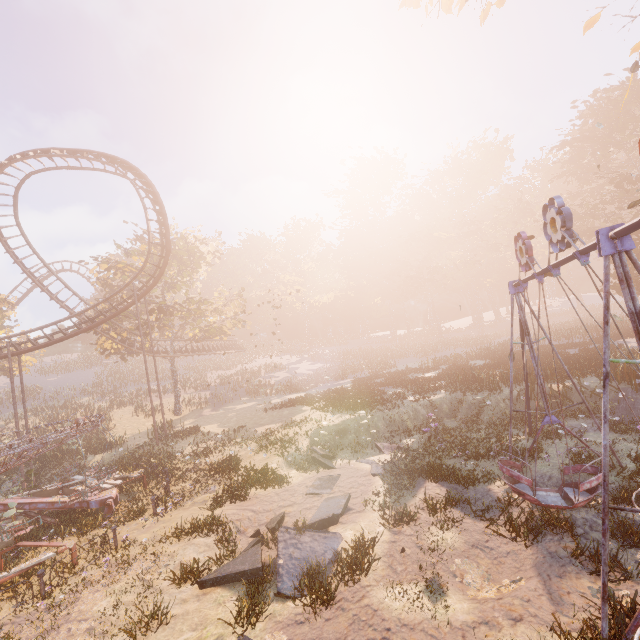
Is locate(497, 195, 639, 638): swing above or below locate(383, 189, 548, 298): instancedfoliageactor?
below

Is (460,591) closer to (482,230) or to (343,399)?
(343,399)

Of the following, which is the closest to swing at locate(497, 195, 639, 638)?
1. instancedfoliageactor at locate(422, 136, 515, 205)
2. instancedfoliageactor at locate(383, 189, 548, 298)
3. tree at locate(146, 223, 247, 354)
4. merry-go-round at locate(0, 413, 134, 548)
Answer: instancedfoliageactor at locate(383, 189, 548, 298)

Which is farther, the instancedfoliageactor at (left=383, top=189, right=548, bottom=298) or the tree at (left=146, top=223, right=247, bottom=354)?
the instancedfoliageactor at (left=383, top=189, right=548, bottom=298)

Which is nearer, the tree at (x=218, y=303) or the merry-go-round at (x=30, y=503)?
the merry-go-round at (x=30, y=503)

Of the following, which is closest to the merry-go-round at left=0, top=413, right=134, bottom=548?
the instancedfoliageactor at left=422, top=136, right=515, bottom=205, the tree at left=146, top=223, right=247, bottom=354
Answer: the tree at left=146, top=223, right=247, bottom=354

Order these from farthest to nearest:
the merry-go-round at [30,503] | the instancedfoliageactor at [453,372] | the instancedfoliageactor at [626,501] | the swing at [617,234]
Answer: the instancedfoliageactor at [453,372], the merry-go-round at [30,503], the instancedfoliageactor at [626,501], the swing at [617,234]

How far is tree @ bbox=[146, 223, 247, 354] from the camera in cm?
3175
